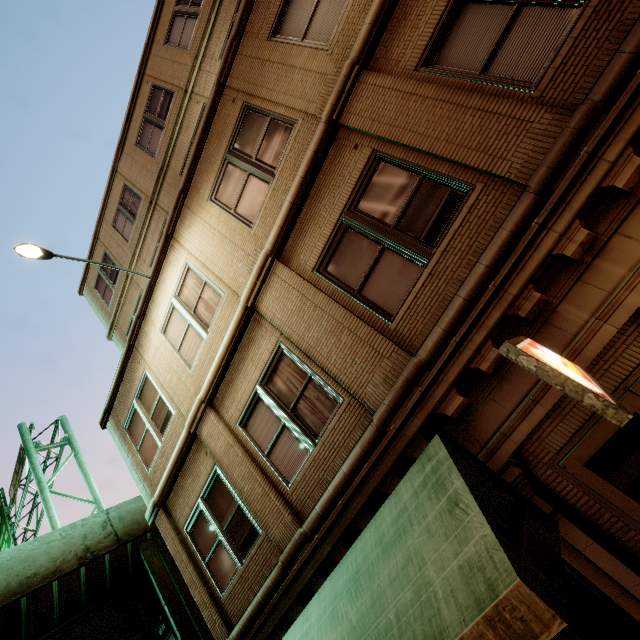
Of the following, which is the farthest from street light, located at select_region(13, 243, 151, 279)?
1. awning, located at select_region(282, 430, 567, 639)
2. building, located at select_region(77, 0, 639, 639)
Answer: awning, located at select_region(282, 430, 567, 639)

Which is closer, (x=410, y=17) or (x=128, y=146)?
(x=410, y=17)

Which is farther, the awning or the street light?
the street light

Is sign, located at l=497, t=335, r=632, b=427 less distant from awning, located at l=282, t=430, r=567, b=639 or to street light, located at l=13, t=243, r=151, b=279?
awning, located at l=282, t=430, r=567, b=639

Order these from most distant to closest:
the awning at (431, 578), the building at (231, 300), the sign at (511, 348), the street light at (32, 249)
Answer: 1. the street light at (32, 249)
2. the building at (231, 300)
3. the awning at (431, 578)
4. the sign at (511, 348)

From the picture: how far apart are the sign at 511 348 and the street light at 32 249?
8.4 meters

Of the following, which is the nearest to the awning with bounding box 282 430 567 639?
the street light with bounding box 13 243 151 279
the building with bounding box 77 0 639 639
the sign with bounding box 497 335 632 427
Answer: the building with bounding box 77 0 639 639

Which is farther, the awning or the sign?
the awning
